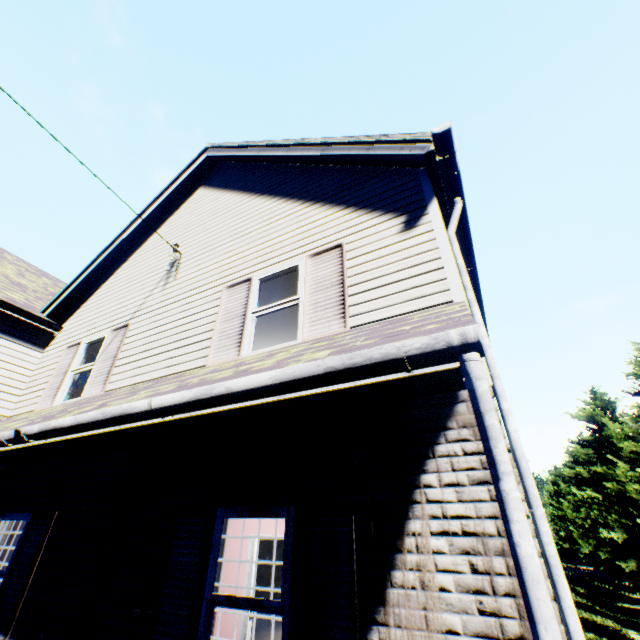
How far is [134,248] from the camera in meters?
9.0 m

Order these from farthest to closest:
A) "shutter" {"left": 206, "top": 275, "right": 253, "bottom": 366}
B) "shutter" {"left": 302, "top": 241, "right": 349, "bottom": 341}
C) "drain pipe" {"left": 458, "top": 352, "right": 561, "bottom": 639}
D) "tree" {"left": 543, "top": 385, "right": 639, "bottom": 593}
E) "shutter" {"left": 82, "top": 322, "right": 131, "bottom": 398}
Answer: "tree" {"left": 543, "top": 385, "right": 639, "bottom": 593}, "shutter" {"left": 82, "top": 322, "right": 131, "bottom": 398}, "shutter" {"left": 206, "top": 275, "right": 253, "bottom": 366}, "shutter" {"left": 302, "top": 241, "right": 349, "bottom": 341}, "drain pipe" {"left": 458, "top": 352, "right": 561, "bottom": 639}

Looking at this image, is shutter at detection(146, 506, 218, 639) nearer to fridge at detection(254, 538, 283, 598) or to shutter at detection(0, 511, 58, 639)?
shutter at detection(0, 511, 58, 639)

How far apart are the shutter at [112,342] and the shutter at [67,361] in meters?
1.0

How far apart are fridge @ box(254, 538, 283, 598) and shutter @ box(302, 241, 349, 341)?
11.4m

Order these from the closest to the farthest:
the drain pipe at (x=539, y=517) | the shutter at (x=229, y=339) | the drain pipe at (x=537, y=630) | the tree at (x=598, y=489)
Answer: the drain pipe at (x=537, y=630) → the drain pipe at (x=539, y=517) → the shutter at (x=229, y=339) → the tree at (x=598, y=489)

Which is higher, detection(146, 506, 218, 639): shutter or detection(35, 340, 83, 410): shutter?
detection(35, 340, 83, 410): shutter

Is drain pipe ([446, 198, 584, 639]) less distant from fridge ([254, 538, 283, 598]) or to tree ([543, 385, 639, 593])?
tree ([543, 385, 639, 593])
